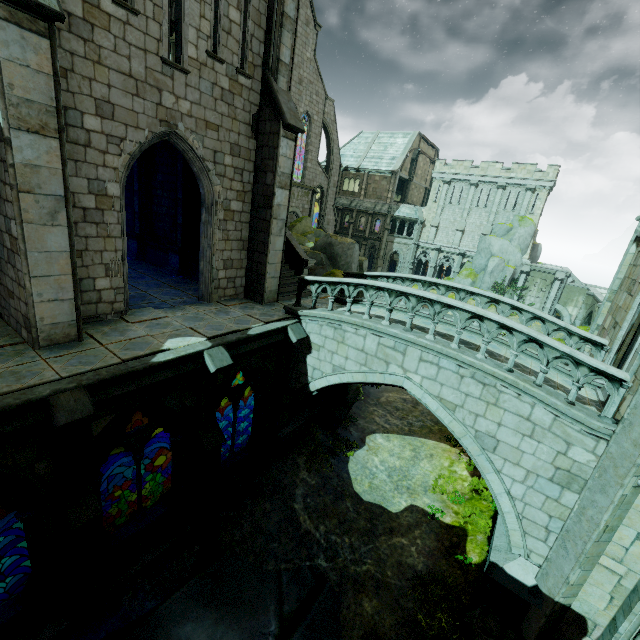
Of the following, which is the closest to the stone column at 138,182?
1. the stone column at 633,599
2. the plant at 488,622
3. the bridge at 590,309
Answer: the plant at 488,622

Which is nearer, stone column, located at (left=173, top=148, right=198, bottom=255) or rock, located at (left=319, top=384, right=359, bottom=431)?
stone column, located at (left=173, top=148, right=198, bottom=255)

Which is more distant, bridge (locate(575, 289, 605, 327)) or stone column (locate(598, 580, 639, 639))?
bridge (locate(575, 289, 605, 327))

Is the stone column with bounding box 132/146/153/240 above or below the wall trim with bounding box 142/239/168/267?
above

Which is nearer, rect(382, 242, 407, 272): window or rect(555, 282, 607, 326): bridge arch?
rect(555, 282, 607, 326): bridge arch

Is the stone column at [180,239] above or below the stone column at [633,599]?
above

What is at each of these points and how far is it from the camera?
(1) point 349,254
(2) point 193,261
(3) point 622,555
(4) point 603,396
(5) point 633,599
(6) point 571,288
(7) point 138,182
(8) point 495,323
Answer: (1) rock, 18.7m
(2) wall trim, 13.7m
(3) building, 6.9m
(4) building, 8.7m
(5) stone column, 6.8m
(6) bridge arch, 36.8m
(7) stone column, 14.9m
(8) bridge railing, 7.9m

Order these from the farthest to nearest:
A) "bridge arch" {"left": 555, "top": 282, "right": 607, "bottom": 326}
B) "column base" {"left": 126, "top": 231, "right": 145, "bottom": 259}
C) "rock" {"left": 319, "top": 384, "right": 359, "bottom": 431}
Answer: "bridge arch" {"left": 555, "top": 282, "right": 607, "bottom": 326}
"column base" {"left": 126, "top": 231, "right": 145, "bottom": 259}
"rock" {"left": 319, "top": 384, "right": 359, "bottom": 431}
